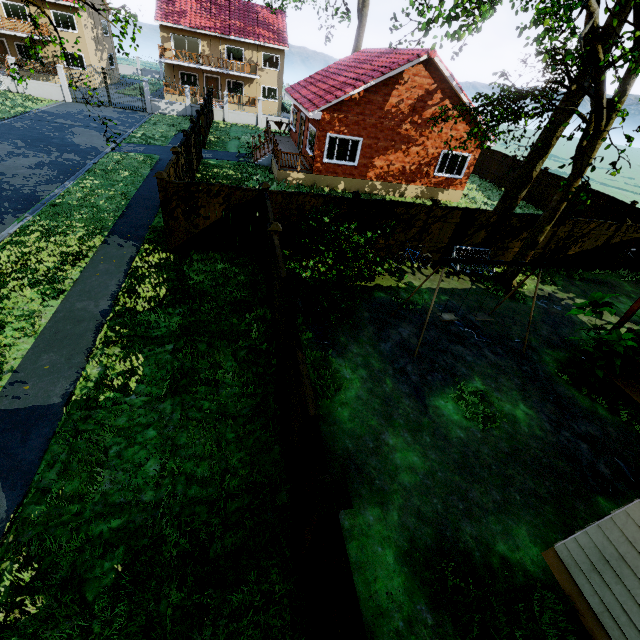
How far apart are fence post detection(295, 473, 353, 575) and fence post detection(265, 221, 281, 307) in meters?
5.8 m

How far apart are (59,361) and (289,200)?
7.5 meters

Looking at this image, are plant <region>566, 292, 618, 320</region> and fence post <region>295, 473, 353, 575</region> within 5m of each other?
no

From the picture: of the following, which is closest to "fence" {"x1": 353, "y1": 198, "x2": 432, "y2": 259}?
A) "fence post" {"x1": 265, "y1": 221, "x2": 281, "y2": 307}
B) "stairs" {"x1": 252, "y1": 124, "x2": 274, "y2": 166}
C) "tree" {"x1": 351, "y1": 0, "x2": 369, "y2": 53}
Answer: "fence post" {"x1": 265, "y1": 221, "x2": 281, "y2": 307}

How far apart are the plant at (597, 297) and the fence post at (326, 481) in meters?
8.0

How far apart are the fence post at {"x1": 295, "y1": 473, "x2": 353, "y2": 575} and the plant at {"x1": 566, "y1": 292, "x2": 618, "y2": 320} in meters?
8.0

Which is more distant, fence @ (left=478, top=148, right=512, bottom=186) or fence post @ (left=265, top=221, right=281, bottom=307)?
fence @ (left=478, top=148, right=512, bottom=186)

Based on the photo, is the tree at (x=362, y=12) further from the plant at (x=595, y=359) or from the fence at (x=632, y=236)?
the plant at (x=595, y=359)
